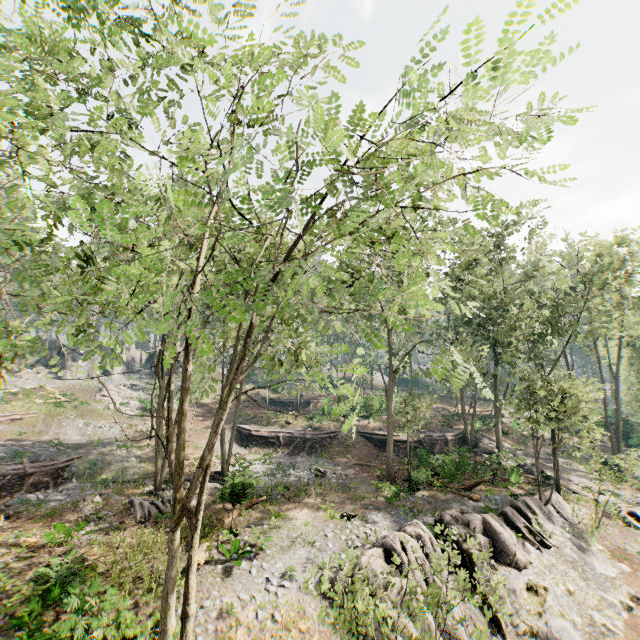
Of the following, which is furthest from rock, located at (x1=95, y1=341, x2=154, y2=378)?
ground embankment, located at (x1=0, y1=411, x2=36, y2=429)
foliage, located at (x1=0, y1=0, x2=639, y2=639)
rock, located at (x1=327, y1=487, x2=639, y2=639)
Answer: rock, located at (x1=327, y1=487, x2=639, y2=639)

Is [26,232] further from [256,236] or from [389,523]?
[389,523]

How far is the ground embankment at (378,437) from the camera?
31.9m

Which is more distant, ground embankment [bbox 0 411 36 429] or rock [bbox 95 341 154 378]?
rock [bbox 95 341 154 378]

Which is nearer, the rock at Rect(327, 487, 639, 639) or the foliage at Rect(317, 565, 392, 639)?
the foliage at Rect(317, 565, 392, 639)

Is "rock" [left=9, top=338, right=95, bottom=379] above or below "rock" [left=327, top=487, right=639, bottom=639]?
above

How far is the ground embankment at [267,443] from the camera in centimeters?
3117cm

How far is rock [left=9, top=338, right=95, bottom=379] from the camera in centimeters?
4275cm
